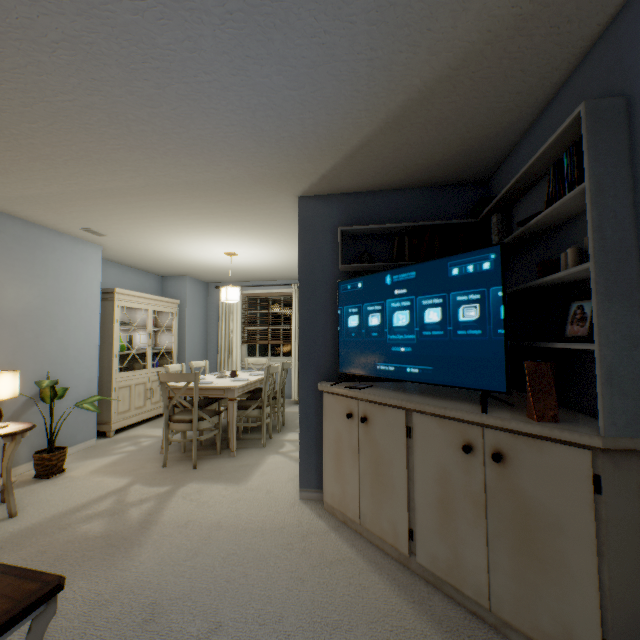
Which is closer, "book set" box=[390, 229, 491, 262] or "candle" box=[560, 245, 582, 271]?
"candle" box=[560, 245, 582, 271]

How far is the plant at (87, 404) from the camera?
3.01m

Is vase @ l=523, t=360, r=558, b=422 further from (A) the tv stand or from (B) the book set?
(B) the book set

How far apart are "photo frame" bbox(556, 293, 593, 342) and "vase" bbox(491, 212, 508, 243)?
0.8 meters

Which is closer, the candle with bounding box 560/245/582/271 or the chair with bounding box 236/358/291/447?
Answer: the candle with bounding box 560/245/582/271

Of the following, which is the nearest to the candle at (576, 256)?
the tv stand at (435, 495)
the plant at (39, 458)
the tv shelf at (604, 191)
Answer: the tv shelf at (604, 191)

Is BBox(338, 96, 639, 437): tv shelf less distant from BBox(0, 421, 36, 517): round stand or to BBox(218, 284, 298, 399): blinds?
BBox(0, 421, 36, 517): round stand

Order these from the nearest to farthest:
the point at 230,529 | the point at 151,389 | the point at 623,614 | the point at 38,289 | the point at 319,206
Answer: the point at 623,614, the point at 230,529, the point at 319,206, the point at 38,289, the point at 151,389
